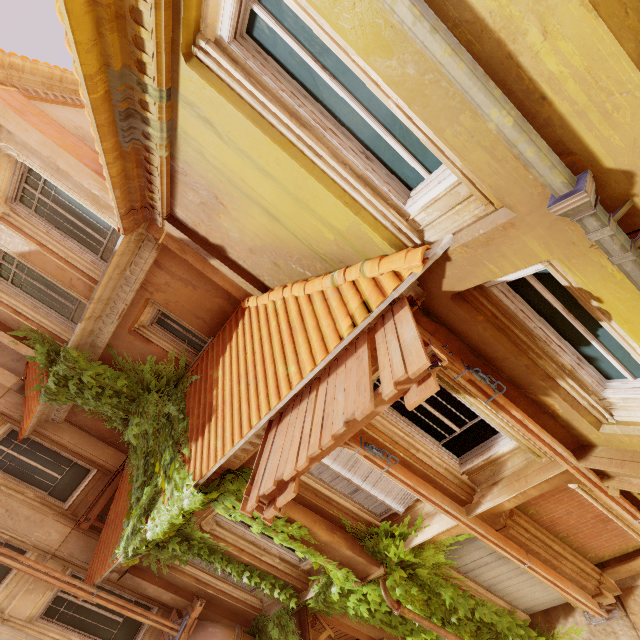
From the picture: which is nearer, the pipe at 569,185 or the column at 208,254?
the pipe at 569,185

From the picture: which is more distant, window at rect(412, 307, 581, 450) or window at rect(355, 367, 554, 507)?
window at rect(355, 367, 554, 507)

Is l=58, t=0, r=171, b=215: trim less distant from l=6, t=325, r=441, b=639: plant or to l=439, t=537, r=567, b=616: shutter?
l=6, t=325, r=441, b=639: plant

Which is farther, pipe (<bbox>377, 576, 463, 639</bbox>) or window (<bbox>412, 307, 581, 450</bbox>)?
pipe (<bbox>377, 576, 463, 639</bbox>)

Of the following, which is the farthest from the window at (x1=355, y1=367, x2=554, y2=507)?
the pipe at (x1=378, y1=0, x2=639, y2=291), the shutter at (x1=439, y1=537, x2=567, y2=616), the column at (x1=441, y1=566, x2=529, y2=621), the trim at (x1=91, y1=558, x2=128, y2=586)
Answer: the trim at (x1=91, y1=558, x2=128, y2=586)

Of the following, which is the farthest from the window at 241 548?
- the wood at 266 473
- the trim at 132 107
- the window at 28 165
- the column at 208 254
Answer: the trim at 132 107

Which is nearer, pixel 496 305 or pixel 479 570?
pixel 496 305

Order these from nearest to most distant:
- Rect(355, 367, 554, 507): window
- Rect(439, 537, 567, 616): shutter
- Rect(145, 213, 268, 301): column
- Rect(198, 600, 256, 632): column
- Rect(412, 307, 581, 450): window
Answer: Rect(412, 307, 581, 450): window < Rect(355, 367, 554, 507): window < Rect(145, 213, 268, 301): column < Rect(439, 537, 567, 616): shutter < Rect(198, 600, 256, 632): column
